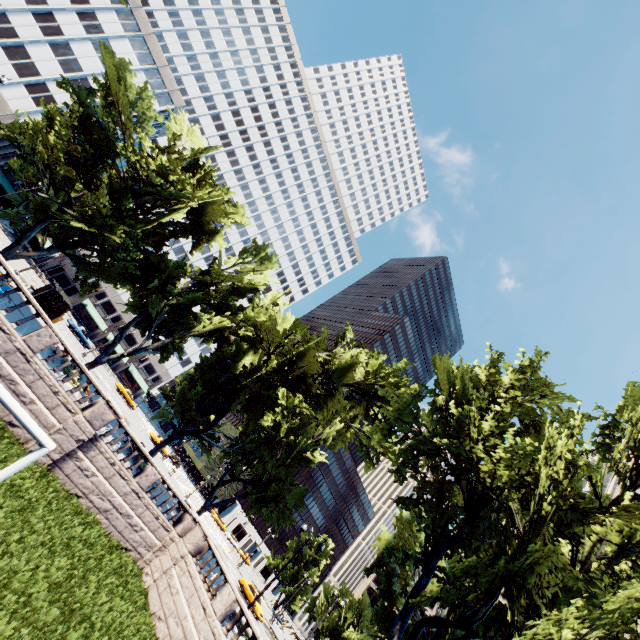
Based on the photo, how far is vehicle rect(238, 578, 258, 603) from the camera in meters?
37.5

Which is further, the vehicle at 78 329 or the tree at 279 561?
the tree at 279 561

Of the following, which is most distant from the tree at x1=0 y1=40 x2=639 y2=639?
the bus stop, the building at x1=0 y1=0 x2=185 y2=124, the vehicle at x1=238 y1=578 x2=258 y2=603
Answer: the vehicle at x1=238 y1=578 x2=258 y2=603

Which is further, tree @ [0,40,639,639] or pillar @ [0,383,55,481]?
tree @ [0,40,639,639]

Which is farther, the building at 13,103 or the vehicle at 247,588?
the building at 13,103

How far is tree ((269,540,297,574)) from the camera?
58.0 meters

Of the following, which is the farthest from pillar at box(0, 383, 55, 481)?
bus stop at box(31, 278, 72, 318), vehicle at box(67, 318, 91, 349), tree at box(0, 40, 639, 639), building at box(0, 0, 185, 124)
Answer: building at box(0, 0, 185, 124)

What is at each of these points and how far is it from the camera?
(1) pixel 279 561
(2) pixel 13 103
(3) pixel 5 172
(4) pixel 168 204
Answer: (1) tree, 58.0m
(2) building, 43.8m
(3) building, 55.2m
(4) tree, 23.8m
